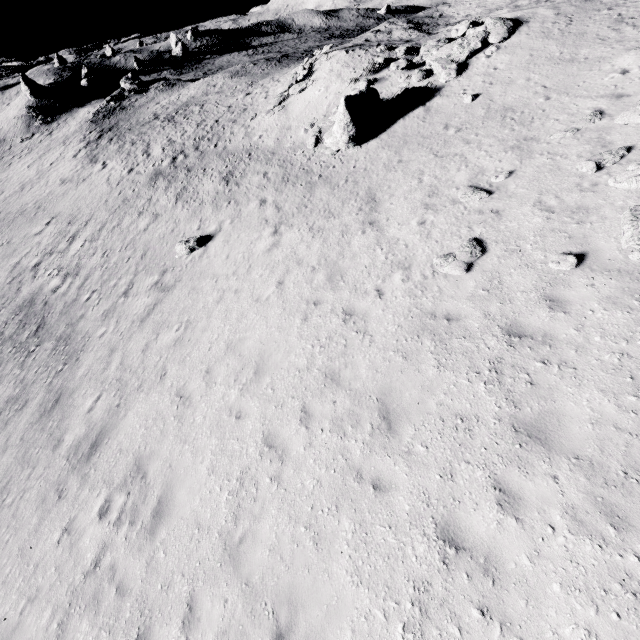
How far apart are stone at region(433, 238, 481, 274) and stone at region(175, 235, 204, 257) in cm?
1213

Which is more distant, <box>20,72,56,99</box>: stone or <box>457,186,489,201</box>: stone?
<box>20,72,56,99</box>: stone

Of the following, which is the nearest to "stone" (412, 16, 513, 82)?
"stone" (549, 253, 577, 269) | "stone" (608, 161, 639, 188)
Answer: "stone" (608, 161, 639, 188)

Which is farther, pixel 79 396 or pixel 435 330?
pixel 79 396

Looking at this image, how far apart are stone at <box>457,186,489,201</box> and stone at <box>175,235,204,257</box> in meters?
12.2 m

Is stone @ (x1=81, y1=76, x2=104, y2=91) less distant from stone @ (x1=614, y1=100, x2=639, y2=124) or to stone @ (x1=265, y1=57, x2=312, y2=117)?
stone @ (x1=265, y1=57, x2=312, y2=117)

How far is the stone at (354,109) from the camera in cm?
1573

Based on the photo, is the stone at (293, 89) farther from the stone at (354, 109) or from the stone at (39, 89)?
the stone at (39, 89)
